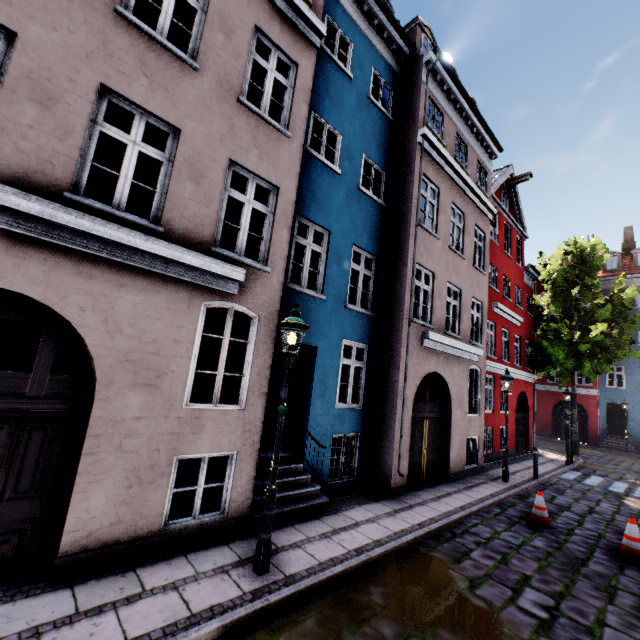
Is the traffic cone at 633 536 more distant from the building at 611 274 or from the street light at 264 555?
the street light at 264 555

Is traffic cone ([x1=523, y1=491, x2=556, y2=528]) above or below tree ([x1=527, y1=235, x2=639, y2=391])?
below

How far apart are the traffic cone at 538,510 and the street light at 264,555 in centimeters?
682cm

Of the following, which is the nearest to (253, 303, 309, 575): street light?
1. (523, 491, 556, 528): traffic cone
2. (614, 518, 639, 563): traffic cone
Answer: (523, 491, 556, 528): traffic cone

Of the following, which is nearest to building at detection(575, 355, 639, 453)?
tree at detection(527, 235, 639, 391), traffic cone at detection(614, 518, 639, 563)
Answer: tree at detection(527, 235, 639, 391)

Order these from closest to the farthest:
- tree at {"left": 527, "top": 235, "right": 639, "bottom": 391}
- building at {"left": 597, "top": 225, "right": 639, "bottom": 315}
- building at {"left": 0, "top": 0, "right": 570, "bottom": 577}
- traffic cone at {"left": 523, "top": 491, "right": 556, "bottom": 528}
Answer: building at {"left": 0, "top": 0, "right": 570, "bottom": 577}, traffic cone at {"left": 523, "top": 491, "right": 556, "bottom": 528}, tree at {"left": 527, "top": 235, "right": 639, "bottom": 391}, building at {"left": 597, "top": 225, "right": 639, "bottom": 315}

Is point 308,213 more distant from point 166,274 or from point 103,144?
point 103,144

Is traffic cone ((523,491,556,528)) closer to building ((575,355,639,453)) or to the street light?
building ((575,355,639,453))
